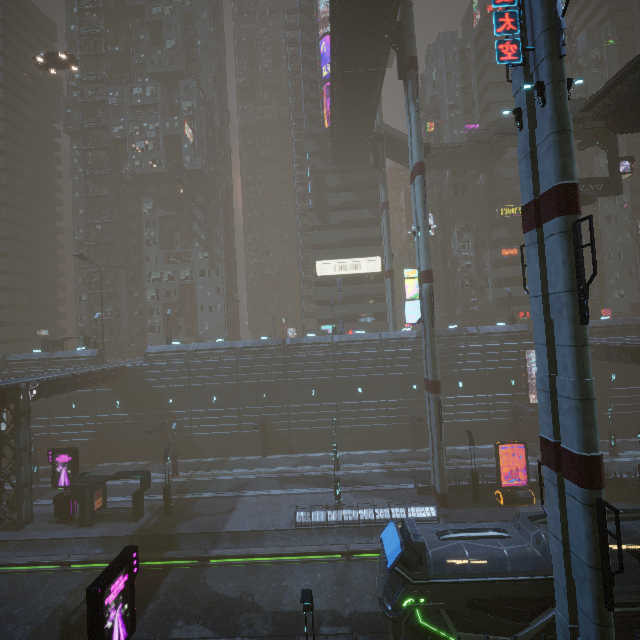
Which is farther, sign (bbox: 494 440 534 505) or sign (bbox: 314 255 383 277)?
sign (bbox: 314 255 383 277)

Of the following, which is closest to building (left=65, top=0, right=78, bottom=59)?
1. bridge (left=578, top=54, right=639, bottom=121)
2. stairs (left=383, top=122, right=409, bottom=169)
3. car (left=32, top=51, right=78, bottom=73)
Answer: bridge (left=578, top=54, right=639, bottom=121)

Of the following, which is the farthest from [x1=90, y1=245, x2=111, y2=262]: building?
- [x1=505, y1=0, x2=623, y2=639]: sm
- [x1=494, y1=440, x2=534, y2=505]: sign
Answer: [x1=494, y1=440, x2=534, y2=505]: sign

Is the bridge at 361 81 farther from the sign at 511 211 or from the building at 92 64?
the sign at 511 211

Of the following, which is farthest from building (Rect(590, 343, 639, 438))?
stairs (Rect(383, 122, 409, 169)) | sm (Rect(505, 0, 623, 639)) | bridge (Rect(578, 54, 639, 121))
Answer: stairs (Rect(383, 122, 409, 169))

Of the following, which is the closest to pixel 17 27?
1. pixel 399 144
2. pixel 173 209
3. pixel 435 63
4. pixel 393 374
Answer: pixel 173 209

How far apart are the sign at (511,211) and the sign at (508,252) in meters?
4.3 m

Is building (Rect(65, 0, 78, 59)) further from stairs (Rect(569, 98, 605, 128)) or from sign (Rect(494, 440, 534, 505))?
sign (Rect(494, 440, 534, 505))
